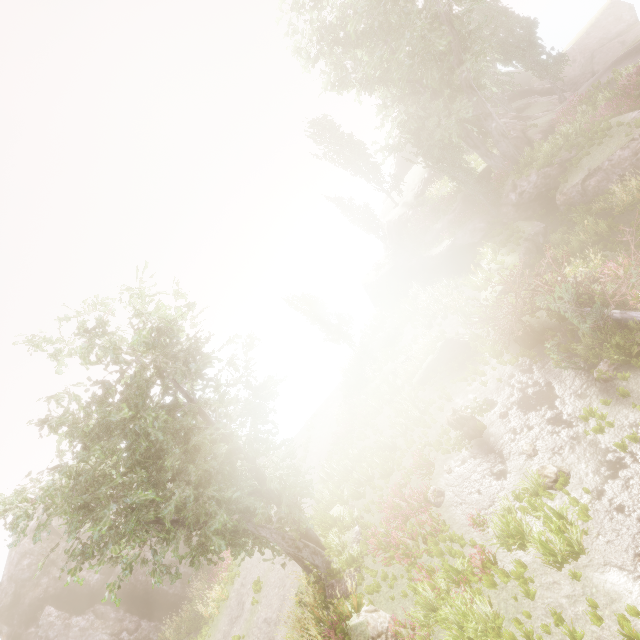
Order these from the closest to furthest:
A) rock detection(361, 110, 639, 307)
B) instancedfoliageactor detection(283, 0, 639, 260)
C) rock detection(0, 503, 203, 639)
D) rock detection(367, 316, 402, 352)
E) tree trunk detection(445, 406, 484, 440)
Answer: tree trunk detection(445, 406, 484, 440)
rock detection(361, 110, 639, 307)
instancedfoliageactor detection(283, 0, 639, 260)
rock detection(0, 503, 203, 639)
rock detection(367, 316, 402, 352)

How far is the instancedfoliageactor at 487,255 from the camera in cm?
1853

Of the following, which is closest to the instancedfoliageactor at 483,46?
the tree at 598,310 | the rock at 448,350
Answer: the tree at 598,310

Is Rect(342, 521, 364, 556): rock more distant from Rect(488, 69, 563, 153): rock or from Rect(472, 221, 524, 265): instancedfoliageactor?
Rect(488, 69, 563, 153): rock

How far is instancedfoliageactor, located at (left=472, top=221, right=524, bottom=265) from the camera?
18.53m

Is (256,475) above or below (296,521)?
above

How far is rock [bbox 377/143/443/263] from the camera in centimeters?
3191cm

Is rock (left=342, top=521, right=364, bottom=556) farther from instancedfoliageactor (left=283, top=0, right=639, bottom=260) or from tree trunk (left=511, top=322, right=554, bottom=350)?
tree trunk (left=511, top=322, right=554, bottom=350)
